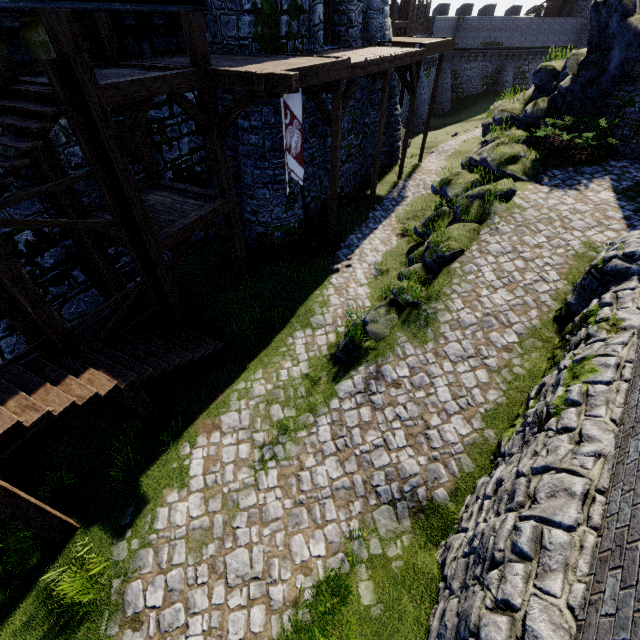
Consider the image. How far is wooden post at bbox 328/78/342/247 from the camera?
Answer: 9.8 meters

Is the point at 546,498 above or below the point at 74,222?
below

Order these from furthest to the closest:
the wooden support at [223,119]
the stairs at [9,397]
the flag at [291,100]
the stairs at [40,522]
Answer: the flag at [291,100]
the wooden support at [223,119]
the stairs at [9,397]
the stairs at [40,522]

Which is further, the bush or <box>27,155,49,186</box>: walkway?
the bush

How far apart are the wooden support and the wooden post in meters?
3.2 m

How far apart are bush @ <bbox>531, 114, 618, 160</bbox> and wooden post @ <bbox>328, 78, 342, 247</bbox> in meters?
7.9

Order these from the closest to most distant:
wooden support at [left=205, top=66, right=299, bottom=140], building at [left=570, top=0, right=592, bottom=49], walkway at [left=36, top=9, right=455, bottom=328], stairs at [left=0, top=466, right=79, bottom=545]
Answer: stairs at [left=0, top=466, right=79, bottom=545] → walkway at [left=36, top=9, right=455, bottom=328] → wooden support at [left=205, top=66, right=299, bottom=140] → building at [left=570, top=0, right=592, bottom=49]

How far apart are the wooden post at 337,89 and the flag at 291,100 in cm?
147
